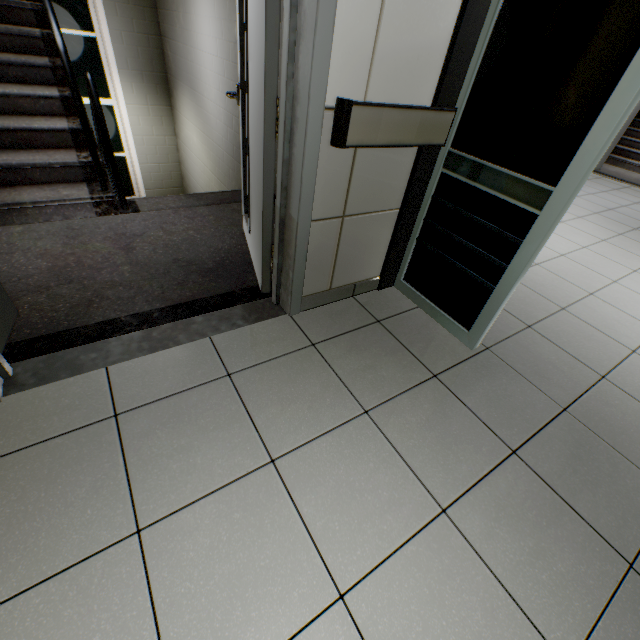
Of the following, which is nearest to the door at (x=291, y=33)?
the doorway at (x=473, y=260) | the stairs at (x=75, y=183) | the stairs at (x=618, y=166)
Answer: the stairs at (x=75, y=183)

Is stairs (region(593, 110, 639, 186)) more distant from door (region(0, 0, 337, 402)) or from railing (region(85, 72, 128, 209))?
railing (region(85, 72, 128, 209))

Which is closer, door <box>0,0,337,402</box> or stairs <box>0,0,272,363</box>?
door <box>0,0,337,402</box>

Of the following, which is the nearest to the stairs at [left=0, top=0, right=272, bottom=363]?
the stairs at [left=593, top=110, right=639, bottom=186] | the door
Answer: the door

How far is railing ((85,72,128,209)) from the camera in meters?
2.2 m

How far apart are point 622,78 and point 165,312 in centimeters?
229cm

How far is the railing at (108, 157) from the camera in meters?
2.2 m

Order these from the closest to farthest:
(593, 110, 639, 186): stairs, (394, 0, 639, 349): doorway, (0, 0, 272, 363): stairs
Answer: (394, 0, 639, 349): doorway
(0, 0, 272, 363): stairs
(593, 110, 639, 186): stairs
